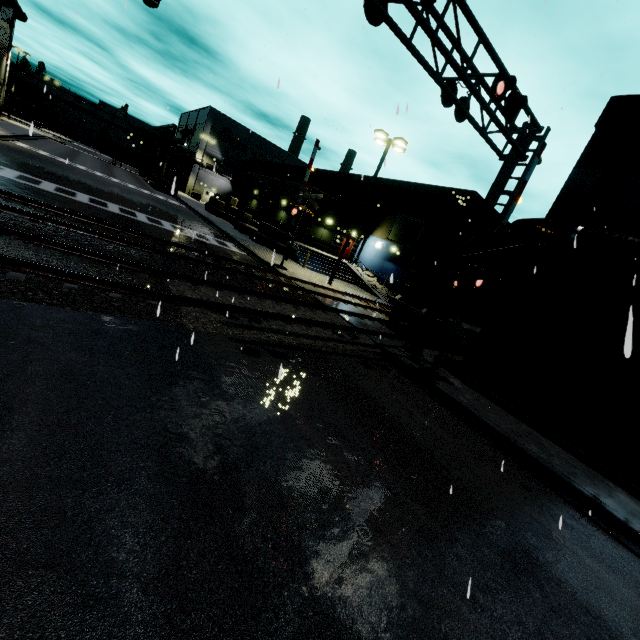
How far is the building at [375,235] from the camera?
26.62m

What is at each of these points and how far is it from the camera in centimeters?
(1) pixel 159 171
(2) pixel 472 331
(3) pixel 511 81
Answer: (1) semi trailer, 4194cm
(2) flatcar, 1675cm
(3) railroad crossing overhang, 818cm

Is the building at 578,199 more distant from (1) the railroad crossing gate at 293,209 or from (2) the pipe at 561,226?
(1) the railroad crossing gate at 293,209

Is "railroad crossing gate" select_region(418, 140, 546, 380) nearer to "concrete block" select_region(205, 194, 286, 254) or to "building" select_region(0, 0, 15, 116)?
"building" select_region(0, 0, 15, 116)

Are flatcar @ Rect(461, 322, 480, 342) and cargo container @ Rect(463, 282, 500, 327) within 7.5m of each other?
yes

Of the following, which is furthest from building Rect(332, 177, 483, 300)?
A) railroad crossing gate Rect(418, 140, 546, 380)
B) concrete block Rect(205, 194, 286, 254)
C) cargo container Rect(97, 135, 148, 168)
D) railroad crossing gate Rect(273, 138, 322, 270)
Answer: railroad crossing gate Rect(418, 140, 546, 380)

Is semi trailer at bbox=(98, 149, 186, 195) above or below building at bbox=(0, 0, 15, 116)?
below

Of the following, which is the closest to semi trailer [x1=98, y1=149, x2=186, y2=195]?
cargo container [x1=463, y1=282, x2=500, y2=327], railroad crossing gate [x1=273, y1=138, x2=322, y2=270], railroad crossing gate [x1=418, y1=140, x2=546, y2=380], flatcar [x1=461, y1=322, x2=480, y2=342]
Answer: railroad crossing gate [x1=273, y1=138, x2=322, y2=270]
